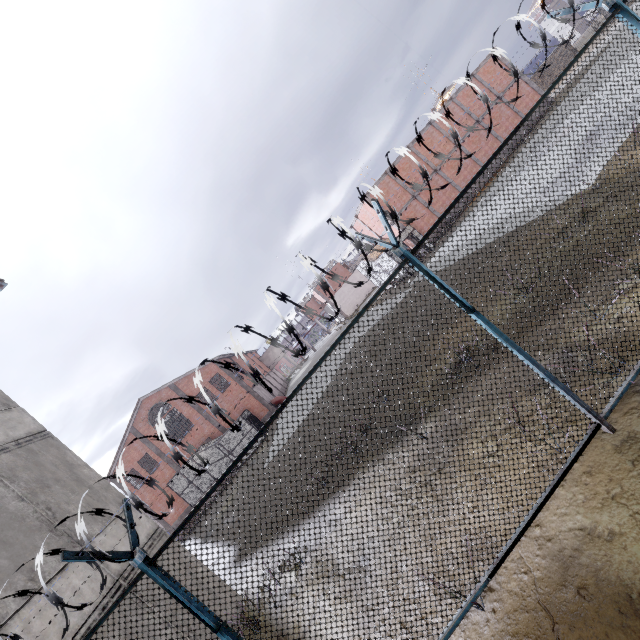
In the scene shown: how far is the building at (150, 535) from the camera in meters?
7.9 m

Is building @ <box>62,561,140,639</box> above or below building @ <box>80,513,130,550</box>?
below

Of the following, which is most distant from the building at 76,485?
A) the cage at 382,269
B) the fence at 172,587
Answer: the cage at 382,269

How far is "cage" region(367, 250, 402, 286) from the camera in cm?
2509

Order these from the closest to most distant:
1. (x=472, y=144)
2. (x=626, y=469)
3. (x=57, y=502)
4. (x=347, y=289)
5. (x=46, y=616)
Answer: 1. (x=626, y=469)
2. (x=46, y=616)
3. (x=57, y=502)
4. (x=472, y=144)
5. (x=347, y=289)

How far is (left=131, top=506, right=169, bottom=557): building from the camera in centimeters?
786cm

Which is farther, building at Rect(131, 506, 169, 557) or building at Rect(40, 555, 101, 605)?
building at Rect(131, 506, 169, 557)

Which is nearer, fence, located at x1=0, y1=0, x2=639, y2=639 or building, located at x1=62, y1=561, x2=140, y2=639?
fence, located at x1=0, y1=0, x2=639, y2=639
